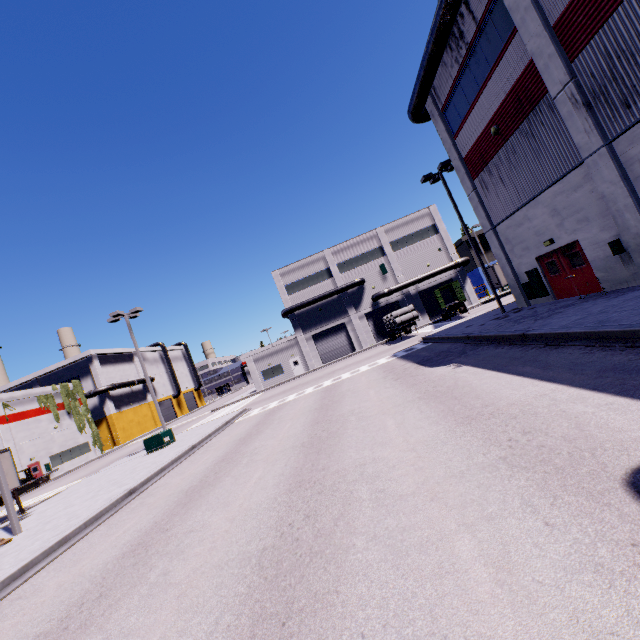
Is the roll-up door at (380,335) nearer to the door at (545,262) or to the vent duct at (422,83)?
the vent duct at (422,83)

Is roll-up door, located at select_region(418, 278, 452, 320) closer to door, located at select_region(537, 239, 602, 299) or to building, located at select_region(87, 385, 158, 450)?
building, located at select_region(87, 385, 158, 450)

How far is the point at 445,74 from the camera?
17.44m

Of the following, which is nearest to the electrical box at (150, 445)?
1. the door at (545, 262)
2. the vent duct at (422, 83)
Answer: the vent duct at (422, 83)

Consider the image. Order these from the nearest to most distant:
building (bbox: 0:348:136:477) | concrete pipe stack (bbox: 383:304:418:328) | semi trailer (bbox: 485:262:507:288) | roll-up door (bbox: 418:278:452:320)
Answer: concrete pipe stack (bbox: 383:304:418:328)
building (bbox: 0:348:136:477)
semi trailer (bbox: 485:262:507:288)
roll-up door (bbox: 418:278:452:320)

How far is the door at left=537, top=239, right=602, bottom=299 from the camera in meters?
13.6 m

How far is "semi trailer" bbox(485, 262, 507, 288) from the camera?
37.12m

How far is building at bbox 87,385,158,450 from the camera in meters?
50.3 m
